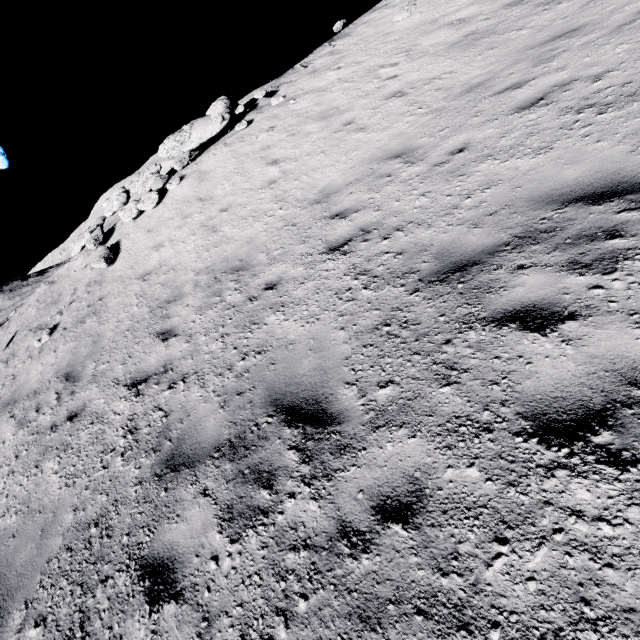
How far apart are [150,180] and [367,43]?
9.5 meters

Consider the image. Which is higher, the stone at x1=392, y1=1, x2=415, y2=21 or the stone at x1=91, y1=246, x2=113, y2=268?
the stone at x1=392, y1=1, x2=415, y2=21

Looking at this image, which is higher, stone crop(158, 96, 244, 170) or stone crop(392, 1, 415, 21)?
stone crop(158, 96, 244, 170)

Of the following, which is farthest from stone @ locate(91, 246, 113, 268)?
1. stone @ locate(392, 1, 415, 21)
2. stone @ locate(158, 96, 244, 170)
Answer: stone @ locate(392, 1, 415, 21)

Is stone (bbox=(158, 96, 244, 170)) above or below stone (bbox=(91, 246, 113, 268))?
above

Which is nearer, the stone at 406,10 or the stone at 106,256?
the stone at 106,256

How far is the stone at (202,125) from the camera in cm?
1199
